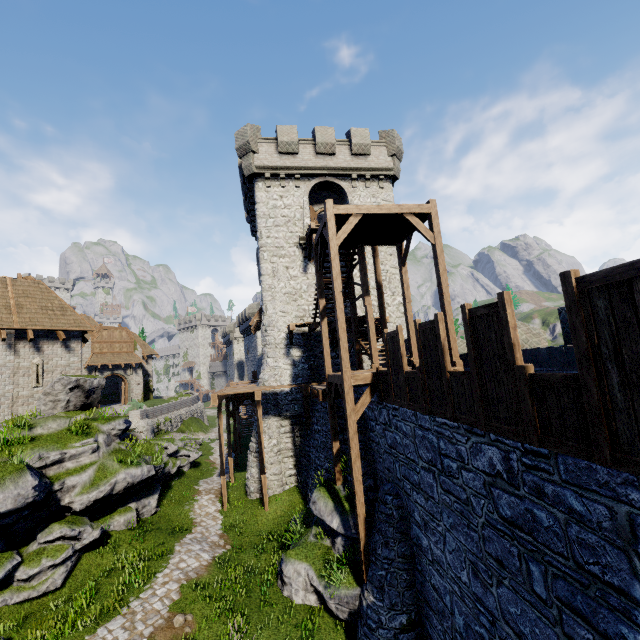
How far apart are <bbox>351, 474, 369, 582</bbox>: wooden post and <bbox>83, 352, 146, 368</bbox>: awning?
34.42m

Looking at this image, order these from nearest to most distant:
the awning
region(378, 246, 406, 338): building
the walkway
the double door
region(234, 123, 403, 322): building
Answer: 1. the walkway
2. region(234, 123, 403, 322): building
3. region(378, 246, 406, 338): building
4. the awning
5. the double door

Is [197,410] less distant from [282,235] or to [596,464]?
[282,235]

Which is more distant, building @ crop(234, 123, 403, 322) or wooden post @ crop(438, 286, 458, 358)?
building @ crop(234, 123, 403, 322)

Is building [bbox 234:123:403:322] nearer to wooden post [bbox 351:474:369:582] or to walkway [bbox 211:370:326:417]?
walkway [bbox 211:370:326:417]

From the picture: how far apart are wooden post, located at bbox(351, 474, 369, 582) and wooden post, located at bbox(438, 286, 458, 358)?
4.8 meters

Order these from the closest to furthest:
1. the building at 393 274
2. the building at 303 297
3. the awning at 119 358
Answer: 1. the building at 303 297
2. the building at 393 274
3. the awning at 119 358

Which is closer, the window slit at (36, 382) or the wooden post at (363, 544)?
the wooden post at (363, 544)
